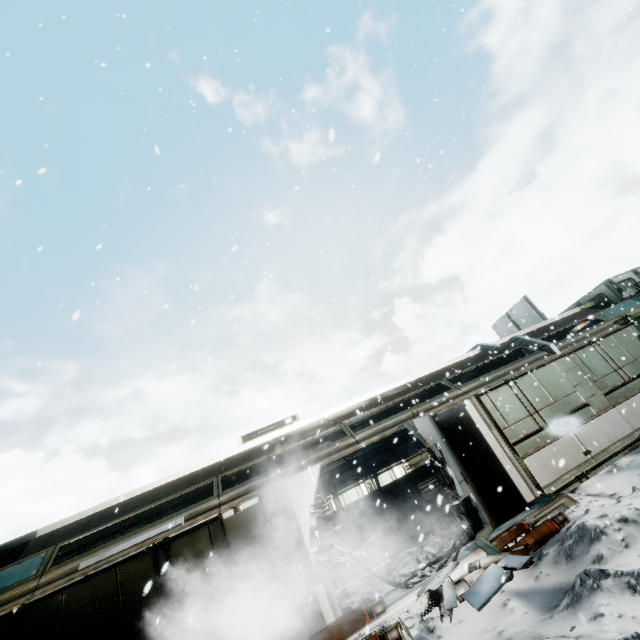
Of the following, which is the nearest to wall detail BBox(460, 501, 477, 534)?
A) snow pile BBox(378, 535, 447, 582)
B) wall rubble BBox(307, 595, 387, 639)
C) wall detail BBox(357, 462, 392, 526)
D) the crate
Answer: snow pile BBox(378, 535, 447, 582)

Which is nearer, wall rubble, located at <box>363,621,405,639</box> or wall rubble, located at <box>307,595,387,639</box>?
wall rubble, located at <box>363,621,405,639</box>

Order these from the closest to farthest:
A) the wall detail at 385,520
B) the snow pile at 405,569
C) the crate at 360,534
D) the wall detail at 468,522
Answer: the snow pile at 405,569 → the wall detail at 468,522 → the crate at 360,534 → the wall detail at 385,520

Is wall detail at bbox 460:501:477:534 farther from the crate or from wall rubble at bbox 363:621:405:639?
the crate

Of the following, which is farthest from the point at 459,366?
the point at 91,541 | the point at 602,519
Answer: the point at 91,541

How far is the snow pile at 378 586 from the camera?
6.01m

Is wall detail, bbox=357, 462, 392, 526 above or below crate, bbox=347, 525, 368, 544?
below

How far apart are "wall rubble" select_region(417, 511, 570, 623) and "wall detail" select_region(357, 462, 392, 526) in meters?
8.5
